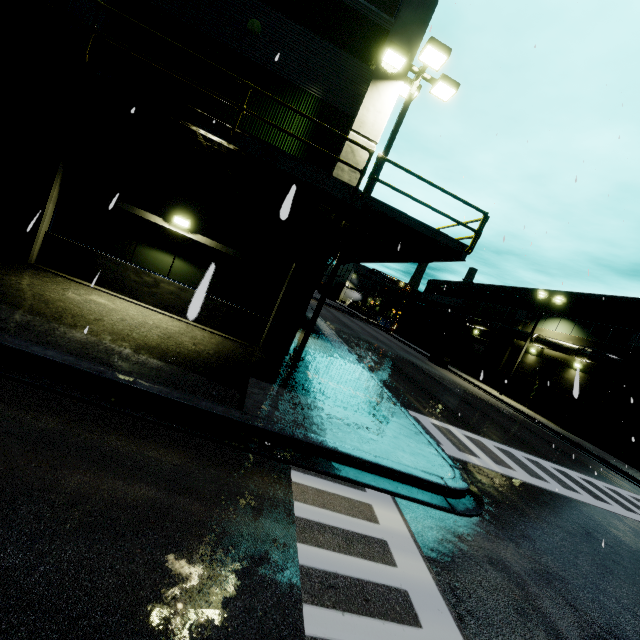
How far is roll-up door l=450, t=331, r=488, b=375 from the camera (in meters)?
36.88

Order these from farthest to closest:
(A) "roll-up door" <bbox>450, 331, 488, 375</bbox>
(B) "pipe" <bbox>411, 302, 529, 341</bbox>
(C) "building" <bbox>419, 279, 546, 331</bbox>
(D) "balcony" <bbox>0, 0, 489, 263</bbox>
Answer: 1. (A) "roll-up door" <bbox>450, 331, 488, 375</bbox>
2. (C) "building" <bbox>419, 279, 546, 331</bbox>
3. (B) "pipe" <bbox>411, 302, 529, 341</bbox>
4. (D) "balcony" <bbox>0, 0, 489, 263</bbox>

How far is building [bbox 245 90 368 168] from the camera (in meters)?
9.62

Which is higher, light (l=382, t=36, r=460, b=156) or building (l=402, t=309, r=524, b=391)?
light (l=382, t=36, r=460, b=156)

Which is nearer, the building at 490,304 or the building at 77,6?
the building at 77,6

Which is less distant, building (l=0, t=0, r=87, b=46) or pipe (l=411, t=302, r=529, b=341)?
building (l=0, t=0, r=87, b=46)

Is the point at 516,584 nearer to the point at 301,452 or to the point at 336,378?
the point at 301,452
